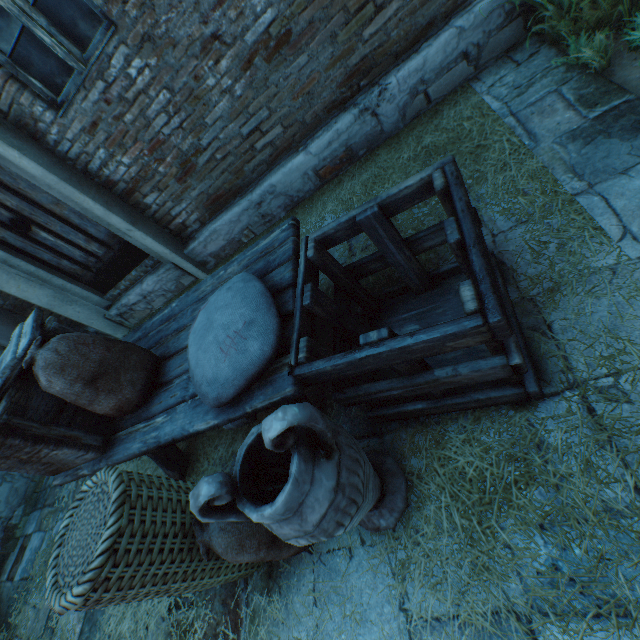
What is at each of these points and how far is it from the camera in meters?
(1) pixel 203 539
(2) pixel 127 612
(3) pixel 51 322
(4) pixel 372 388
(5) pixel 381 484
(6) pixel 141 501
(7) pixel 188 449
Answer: (1) burlap sack, 1.4
(2) straw, 2.3
(3) wooden crate, 2.0
(4) wooden crate, 1.4
(5) ceramic pot, 1.5
(6) wicker basket, 1.3
(7) straw, 2.7

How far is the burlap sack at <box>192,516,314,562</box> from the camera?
1.4m

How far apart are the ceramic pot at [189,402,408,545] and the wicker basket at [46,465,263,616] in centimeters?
36cm

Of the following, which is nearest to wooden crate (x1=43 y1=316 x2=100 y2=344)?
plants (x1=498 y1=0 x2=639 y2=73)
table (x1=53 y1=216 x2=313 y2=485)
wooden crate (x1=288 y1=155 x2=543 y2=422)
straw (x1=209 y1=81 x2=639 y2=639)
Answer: table (x1=53 y1=216 x2=313 y2=485)

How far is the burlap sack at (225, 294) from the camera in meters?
1.3 m

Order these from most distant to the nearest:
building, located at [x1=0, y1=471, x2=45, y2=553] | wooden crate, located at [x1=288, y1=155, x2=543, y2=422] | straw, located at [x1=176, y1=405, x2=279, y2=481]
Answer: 1. building, located at [x1=0, y1=471, x2=45, y2=553]
2. straw, located at [x1=176, y1=405, x2=279, y2=481]
3. wooden crate, located at [x1=288, y1=155, x2=543, y2=422]

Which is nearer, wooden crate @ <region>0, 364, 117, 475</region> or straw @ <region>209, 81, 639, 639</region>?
straw @ <region>209, 81, 639, 639</region>

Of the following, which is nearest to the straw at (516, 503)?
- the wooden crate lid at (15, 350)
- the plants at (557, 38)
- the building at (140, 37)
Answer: the building at (140, 37)
